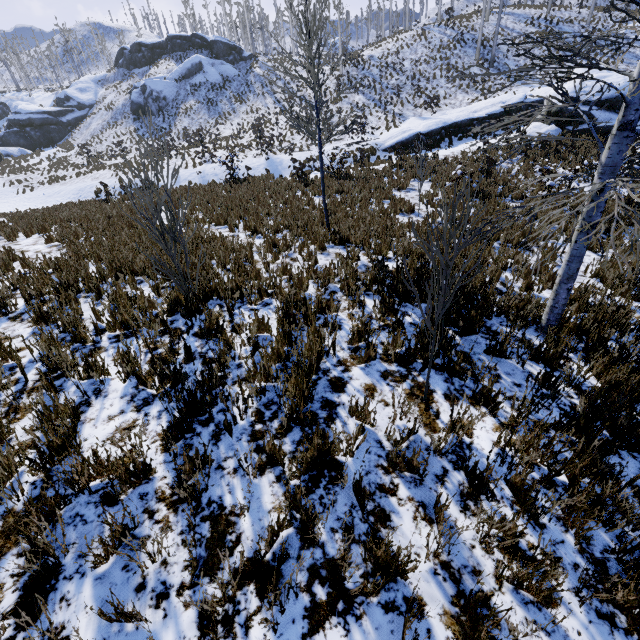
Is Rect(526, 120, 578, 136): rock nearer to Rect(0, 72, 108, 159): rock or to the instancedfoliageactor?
the instancedfoliageactor

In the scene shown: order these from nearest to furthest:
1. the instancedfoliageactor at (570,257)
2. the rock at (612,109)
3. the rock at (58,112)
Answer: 1. the instancedfoliageactor at (570,257)
2. the rock at (612,109)
3. the rock at (58,112)

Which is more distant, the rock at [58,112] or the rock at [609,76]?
the rock at [58,112]

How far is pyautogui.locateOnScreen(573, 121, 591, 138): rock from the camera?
17.0m

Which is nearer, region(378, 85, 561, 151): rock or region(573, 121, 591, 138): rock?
region(573, 121, 591, 138): rock

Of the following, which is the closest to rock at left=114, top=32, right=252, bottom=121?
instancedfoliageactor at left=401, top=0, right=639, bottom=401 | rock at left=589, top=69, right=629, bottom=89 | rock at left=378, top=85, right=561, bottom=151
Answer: instancedfoliageactor at left=401, top=0, right=639, bottom=401

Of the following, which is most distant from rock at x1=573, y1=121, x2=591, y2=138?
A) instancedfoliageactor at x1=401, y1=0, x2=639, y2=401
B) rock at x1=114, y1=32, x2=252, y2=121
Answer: rock at x1=114, y1=32, x2=252, y2=121

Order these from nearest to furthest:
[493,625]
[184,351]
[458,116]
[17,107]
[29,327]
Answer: [493,625] < [184,351] < [29,327] < [458,116] < [17,107]
